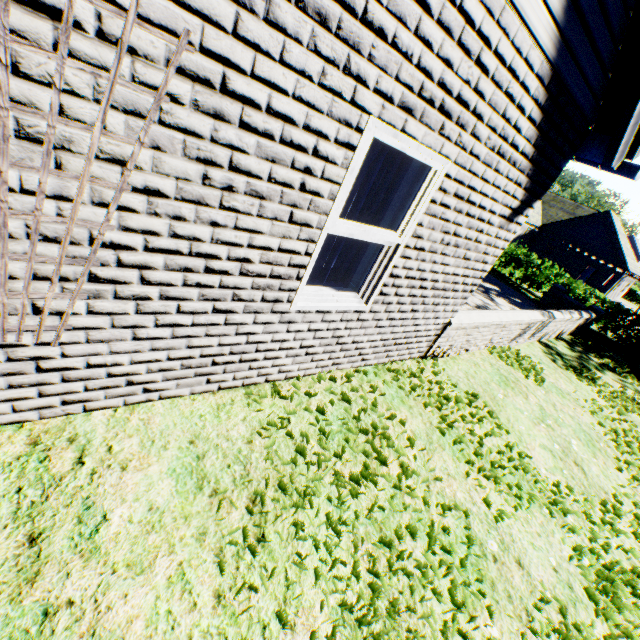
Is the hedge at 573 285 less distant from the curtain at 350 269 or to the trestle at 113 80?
the trestle at 113 80

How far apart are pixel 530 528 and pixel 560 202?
50.9 meters

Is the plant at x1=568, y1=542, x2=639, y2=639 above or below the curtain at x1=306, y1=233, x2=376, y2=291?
below

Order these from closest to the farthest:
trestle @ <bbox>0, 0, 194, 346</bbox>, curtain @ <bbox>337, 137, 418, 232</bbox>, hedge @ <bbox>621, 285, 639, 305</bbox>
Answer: trestle @ <bbox>0, 0, 194, 346</bbox> → curtain @ <bbox>337, 137, 418, 232</bbox> → hedge @ <bbox>621, 285, 639, 305</bbox>

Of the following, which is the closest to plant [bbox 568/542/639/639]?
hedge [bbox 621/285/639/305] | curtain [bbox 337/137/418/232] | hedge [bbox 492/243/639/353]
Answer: hedge [bbox 621/285/639/305]

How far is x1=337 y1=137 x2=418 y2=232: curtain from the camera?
2.77m

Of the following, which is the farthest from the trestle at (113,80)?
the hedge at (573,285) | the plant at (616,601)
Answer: the hedge at (573,285)

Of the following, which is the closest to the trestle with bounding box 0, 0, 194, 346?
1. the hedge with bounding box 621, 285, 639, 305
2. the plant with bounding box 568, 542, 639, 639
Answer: the plant with bounding box 568, 542, 639, 639
